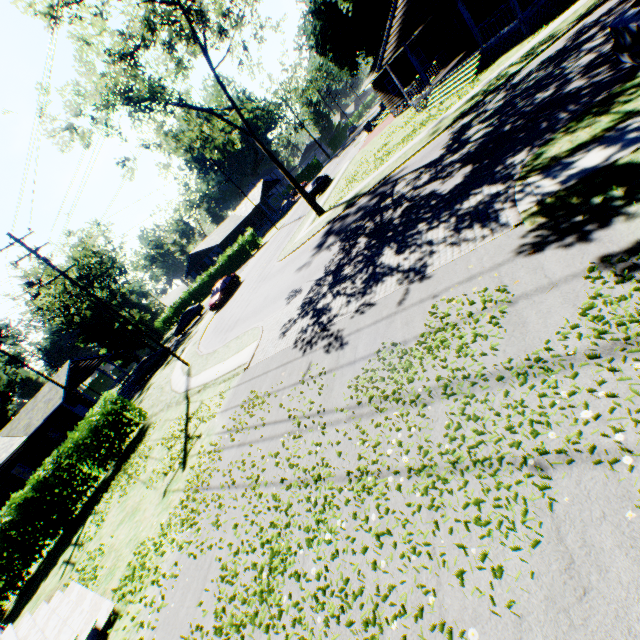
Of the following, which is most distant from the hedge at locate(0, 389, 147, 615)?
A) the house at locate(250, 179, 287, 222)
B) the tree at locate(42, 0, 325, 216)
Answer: the house at locate(250, 179, 287, 222)

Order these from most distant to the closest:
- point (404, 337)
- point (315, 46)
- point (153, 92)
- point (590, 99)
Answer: point (315, 46)
point (153, 92)
point (590, 99)
point (404, 337)

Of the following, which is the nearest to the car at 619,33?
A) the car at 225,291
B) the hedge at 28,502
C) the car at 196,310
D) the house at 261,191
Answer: the hedge at 28,502

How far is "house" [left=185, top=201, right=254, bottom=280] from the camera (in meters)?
52.84

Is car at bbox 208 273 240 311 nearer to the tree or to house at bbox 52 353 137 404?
the tree

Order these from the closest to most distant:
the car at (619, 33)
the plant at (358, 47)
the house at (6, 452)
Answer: the car at (619, 33), the house at (6, 452), the plant at (358, 47)

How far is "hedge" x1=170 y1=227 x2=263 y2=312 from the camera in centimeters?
4522cm

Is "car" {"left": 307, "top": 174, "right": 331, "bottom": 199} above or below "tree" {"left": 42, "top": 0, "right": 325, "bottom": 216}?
below
